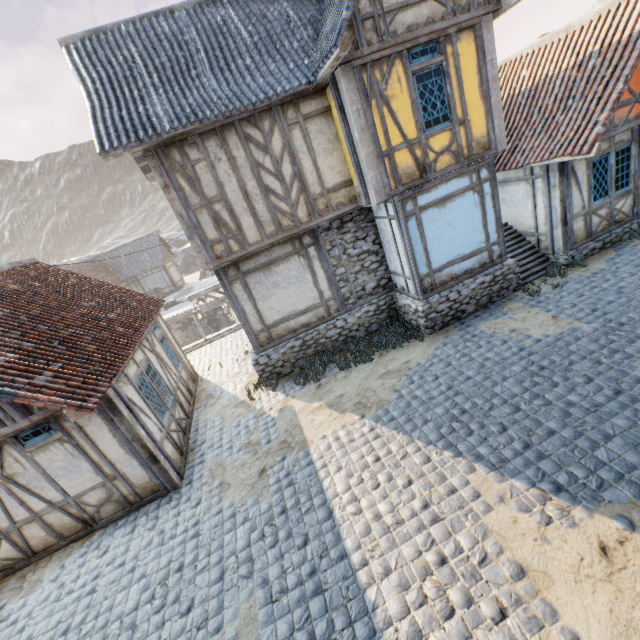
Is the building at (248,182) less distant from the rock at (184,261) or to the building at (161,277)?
the building at (161,277)

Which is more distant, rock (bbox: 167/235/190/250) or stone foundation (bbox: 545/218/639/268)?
rock (bbox: 167/235/190/250)

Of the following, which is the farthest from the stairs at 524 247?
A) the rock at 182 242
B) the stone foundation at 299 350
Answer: the rock at 182 242

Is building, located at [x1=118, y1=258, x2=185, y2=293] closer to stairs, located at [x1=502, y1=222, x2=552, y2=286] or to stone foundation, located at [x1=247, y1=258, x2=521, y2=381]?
stone foundation, located at [x1=247, y1=258, x2=521, y2=381]

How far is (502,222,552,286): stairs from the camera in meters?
10.1 m

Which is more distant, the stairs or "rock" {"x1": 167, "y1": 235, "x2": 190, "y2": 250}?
"rock" {"x1": 167, "y1": 235, "x2": 190, "y2": 250}

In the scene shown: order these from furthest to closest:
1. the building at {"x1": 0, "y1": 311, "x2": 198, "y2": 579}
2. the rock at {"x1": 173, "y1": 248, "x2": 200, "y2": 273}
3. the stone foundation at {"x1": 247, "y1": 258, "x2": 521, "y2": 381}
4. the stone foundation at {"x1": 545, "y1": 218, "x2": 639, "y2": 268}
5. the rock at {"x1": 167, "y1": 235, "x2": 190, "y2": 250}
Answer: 1. the rock at {"x1": 167, "y1": 235, "x2": 190, "y2": 250}
2. the rock at {"x1": 173, "y1": 248, "x2": 200, "y2": 273}
3. the stone foundation at {"x1": 545, "y1": 218, "x2": 639, "y2": 268}
4. the stone foundation at {"x1": 247, "y1": 258, "x2": 521, "y2": 381}
5. the building at {"x1": 0, "y1": 311, "x2": 198, "y2": 579}

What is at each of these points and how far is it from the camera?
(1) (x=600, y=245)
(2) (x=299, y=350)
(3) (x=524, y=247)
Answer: (1) stone foundation, 10.07m
(2) stone foundation, 10.11m
(3) stairs, 10.73m
